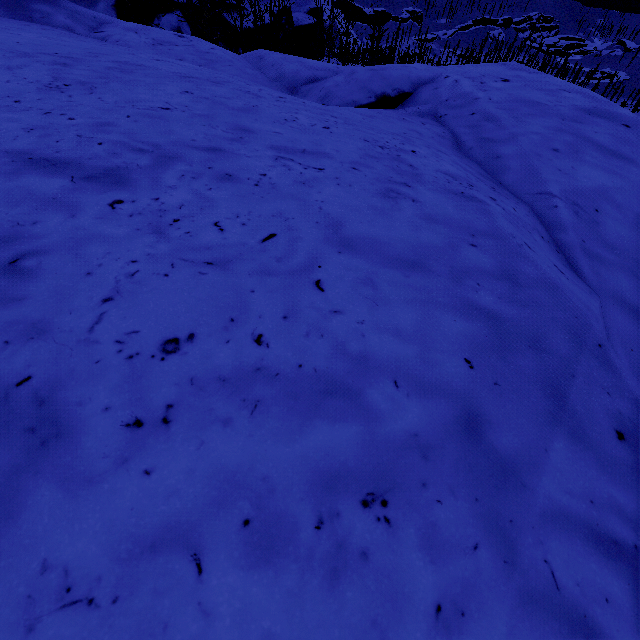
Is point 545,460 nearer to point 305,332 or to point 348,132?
point 305,332

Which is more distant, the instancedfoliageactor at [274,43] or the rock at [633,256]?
the instancedfoliageactor at [274,43]

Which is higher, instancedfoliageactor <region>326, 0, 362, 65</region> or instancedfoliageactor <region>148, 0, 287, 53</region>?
instancedfoliageactor <region>148, 0, 287, 53</region>

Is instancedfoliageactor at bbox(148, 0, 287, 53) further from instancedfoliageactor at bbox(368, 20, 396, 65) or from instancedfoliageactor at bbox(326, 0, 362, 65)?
instancedfoliageactor at bbox(326, 0, 362, 65)

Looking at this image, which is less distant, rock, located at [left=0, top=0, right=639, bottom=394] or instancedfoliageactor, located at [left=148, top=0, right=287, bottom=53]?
rock, located at [left=0, top=0, right=639, bottom=394]

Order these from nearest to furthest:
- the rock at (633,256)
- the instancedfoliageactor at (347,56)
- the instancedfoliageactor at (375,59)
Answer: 1. the rock at (633,256)
2. the instancedfoliageactor at (347,56)
3. the instancedfoliageactor at (375,59)

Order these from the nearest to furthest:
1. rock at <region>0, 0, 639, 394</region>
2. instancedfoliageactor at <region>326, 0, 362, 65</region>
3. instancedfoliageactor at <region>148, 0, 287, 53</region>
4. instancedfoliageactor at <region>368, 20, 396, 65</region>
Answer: rock at <region>0, 0, 639, 394</region>
instancedfoliageactor at <region>148, 0, 287, 53</region>
instancedfoliageactor at <region>326, 0, 362, 65</region>
instancedfoliageactor at <region>368, 20, 396, 65</region>

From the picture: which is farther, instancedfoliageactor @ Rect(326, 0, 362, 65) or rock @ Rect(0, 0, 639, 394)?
instancedfoliageactor @ Rect(326, 0, 362, 65)
